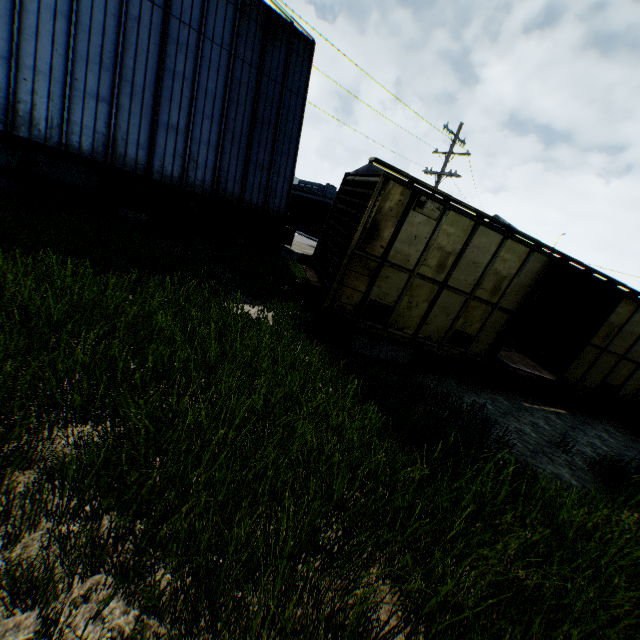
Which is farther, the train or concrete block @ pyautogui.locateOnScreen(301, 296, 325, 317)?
concrete block @ pyautogui.locateOnScreen(301, 296, 325, 317)

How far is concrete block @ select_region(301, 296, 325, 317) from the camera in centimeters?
951cm

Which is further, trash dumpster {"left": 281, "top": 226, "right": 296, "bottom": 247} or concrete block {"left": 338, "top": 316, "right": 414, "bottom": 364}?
trash dumpster {"left": 281, "top": 226, "right": 296, "bottom": 247}

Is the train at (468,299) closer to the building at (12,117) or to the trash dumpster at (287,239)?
the building at (12,117)

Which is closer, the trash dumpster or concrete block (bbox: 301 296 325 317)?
concrete block (bbox: 301 296 325 317)

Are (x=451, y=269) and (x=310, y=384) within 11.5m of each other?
yes

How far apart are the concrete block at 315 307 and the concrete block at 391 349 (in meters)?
1.32

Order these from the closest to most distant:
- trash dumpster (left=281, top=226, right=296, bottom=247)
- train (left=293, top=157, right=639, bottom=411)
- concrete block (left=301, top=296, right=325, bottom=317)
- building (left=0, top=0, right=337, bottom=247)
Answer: train (left=293, top=157, right=639, bottom=411), concrete block (left=301, top=296, right=325, bottom=317), building (left=0, top=0, right=337, bottom=247), trash dumpster (left=281, top=226, right=296, bottom=247)
